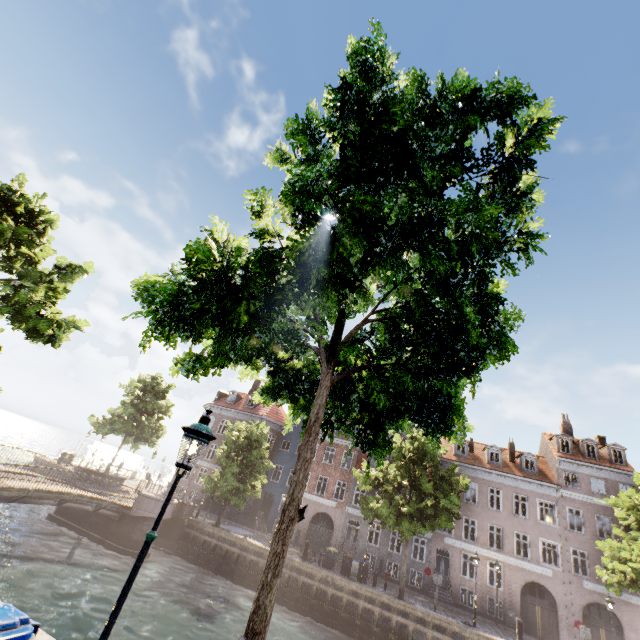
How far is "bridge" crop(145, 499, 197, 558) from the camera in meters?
22.2

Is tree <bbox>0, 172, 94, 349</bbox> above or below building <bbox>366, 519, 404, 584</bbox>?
above

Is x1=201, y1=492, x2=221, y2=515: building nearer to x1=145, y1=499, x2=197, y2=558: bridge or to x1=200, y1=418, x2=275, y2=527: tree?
x1=200, y1=418, x2=275, y2=527: tree

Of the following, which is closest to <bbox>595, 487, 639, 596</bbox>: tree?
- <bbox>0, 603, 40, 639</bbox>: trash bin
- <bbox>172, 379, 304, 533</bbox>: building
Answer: <bbox>0, 603, 40, 639</bbox>: trash bin

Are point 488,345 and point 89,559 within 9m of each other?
no

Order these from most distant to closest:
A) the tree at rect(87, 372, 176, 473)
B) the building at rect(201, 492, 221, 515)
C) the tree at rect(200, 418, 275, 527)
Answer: the building at rect(201, 492, 221, 515) → the tree at rect(87, 372, 176, 473) → the tree at rect(200, 418, 275, 527)

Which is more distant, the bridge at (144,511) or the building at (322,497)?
the building at (322,497)

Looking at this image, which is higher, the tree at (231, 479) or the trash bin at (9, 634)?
the tree at (231, 479)
